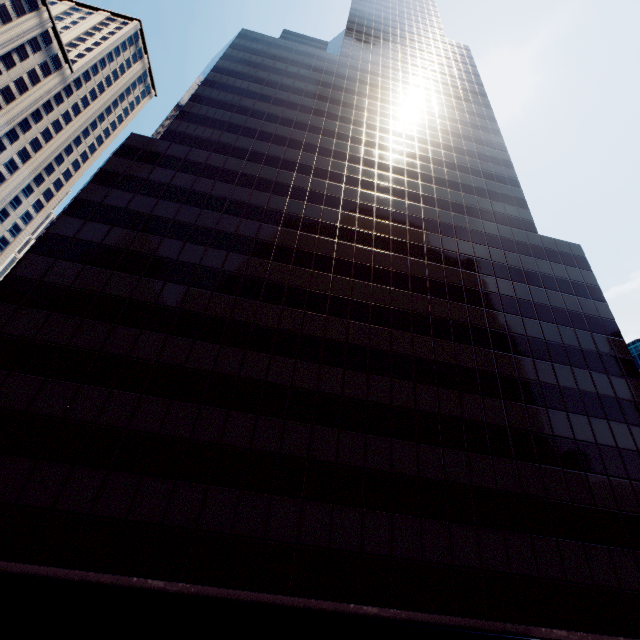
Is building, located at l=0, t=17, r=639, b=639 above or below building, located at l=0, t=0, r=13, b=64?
below

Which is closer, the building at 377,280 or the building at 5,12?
the building at 377,280

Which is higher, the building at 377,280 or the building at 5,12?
the building at 5,12

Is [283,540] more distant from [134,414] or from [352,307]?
[352,307]

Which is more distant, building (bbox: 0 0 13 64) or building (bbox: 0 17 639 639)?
building (bbox: 0 0 13 64)
